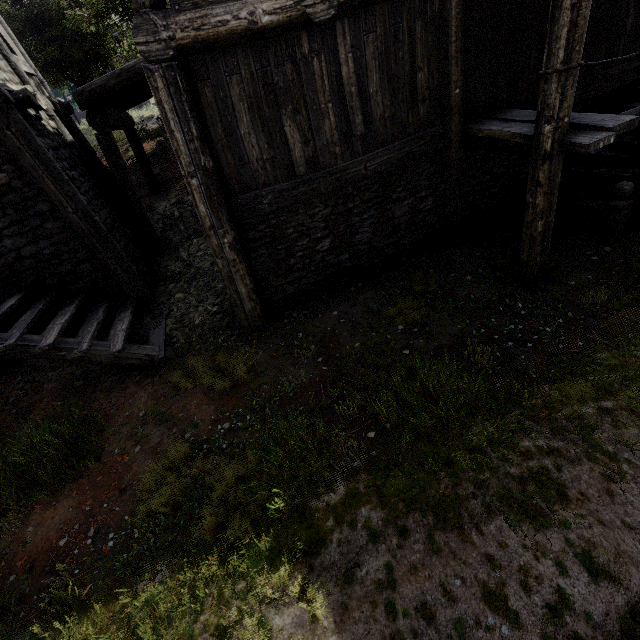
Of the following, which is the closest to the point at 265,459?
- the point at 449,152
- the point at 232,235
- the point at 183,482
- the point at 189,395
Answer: the point at 183,482
